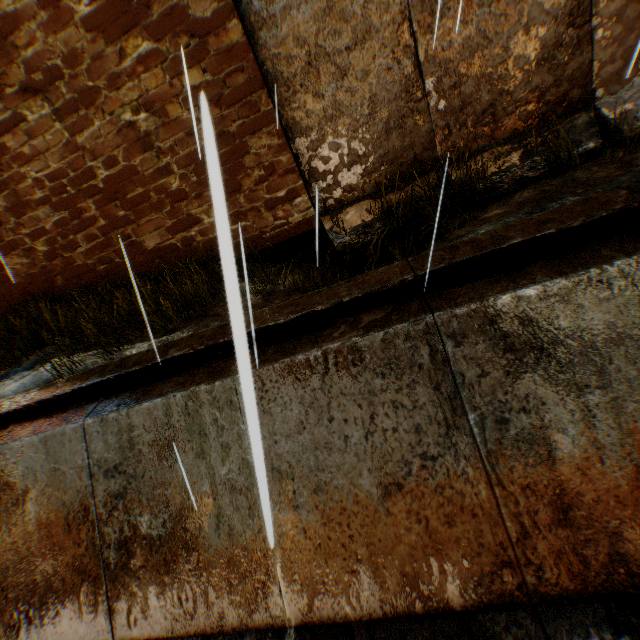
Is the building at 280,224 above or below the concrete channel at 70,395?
above

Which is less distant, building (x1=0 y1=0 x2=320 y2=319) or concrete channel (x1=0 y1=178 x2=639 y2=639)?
concrete channel (x1=0 y1=178 x2=639 y2=639)

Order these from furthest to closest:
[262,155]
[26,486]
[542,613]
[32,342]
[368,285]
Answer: [32,342]
[262,155]
[26,486]
[368,285]
[542,613]

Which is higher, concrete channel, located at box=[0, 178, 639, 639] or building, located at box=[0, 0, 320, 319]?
building, located at box=[0, 0, 320, 319]

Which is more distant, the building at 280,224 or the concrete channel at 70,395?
the building at 280,224
